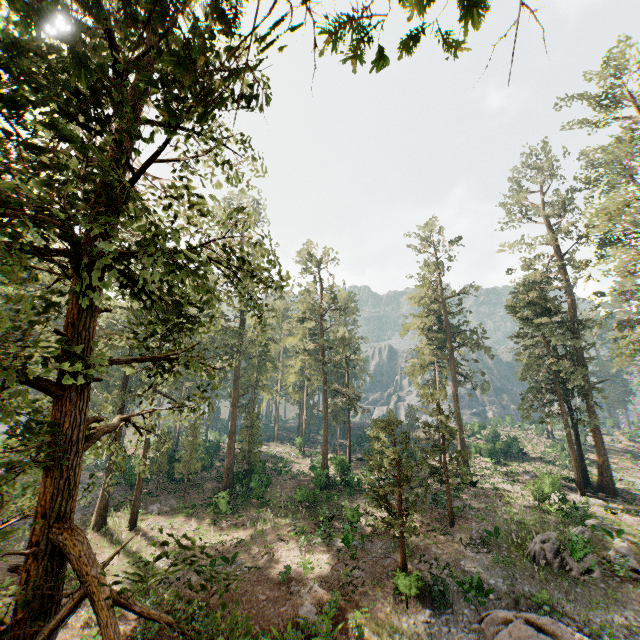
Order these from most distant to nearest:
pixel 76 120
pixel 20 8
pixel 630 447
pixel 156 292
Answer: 1. pixel 630 447
2. pixel 156 292
3. pixel 76 120
4. pixel 20 8

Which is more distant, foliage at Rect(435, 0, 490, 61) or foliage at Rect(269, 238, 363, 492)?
foliage at Rect(269, 238, 363, 492)

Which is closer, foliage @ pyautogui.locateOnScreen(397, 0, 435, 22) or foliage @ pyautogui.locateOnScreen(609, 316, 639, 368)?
foliage @ pyautogui.locateOnScreen(397, 0, 435, 22)

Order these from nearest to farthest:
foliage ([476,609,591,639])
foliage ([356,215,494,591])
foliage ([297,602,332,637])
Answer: foliage ([476,609,591,639]), foliage ([297,602,332,637]), foliage ([356,215,494,591])

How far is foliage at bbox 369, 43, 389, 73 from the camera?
3.1 meters

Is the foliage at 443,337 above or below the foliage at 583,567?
above

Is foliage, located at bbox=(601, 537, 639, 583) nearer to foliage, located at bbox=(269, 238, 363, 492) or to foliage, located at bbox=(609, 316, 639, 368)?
foliage, located at bbox=(609, 316, 639, 368)

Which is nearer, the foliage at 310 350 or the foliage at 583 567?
the foliage at 583 567
